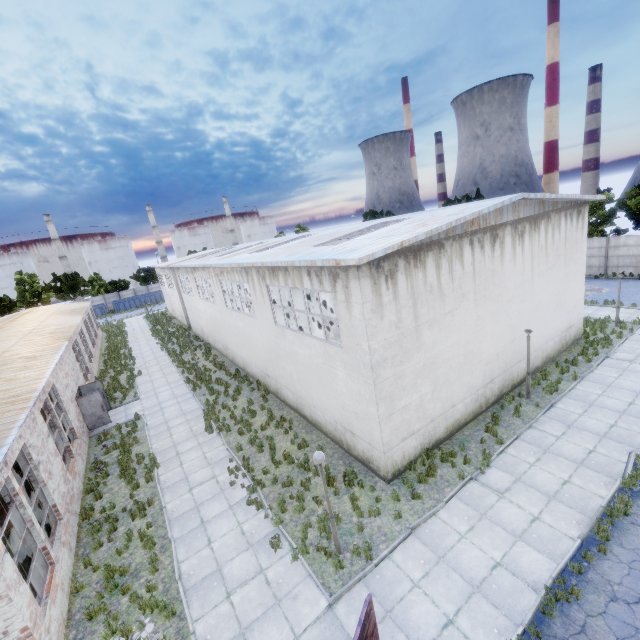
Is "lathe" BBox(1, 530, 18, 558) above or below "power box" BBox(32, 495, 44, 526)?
below

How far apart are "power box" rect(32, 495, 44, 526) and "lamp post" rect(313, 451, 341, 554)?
9.6 meters

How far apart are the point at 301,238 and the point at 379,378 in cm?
1295

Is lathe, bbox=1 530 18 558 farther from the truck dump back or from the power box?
the truck dump back

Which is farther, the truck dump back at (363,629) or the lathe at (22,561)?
the lathe at (22,561)

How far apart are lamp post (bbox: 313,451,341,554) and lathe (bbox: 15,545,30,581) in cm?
867

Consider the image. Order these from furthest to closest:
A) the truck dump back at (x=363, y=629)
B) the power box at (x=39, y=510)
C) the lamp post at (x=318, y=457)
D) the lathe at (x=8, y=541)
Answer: the power box at (x=39, y=510) < the lathe at (x=8, y=541) < the lamp post at (x=318, y=457) < the truck dump back at (x=363, y=629)

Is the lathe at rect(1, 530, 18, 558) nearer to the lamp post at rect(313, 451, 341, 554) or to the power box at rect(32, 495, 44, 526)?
the power box at rect(32, 495, 44, 526)
